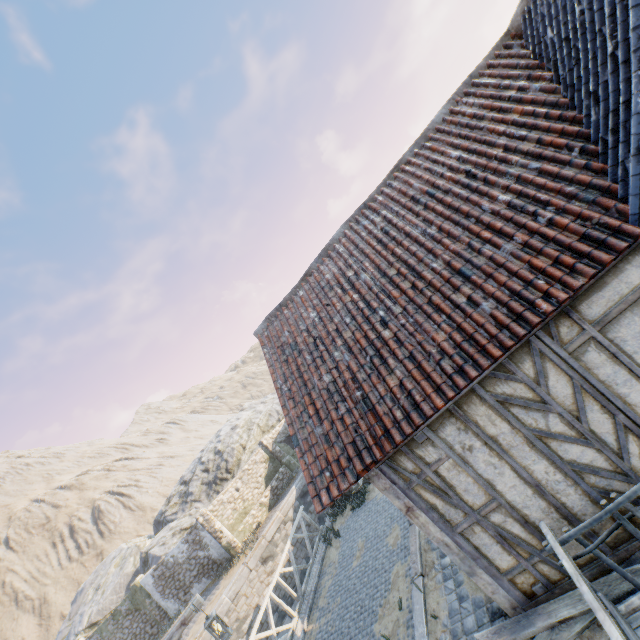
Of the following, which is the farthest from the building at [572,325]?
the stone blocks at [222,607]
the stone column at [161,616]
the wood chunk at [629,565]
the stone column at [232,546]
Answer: the stone column at [161,616]

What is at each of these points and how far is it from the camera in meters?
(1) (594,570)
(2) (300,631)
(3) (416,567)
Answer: (1) building, 4.1
(2) stone gutter, 8.2
(3) stone blocks, 6.6

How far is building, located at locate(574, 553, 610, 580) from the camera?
4.1 meters

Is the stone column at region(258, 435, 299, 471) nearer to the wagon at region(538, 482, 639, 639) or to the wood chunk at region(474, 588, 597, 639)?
the wood chunk at region(474, 588, 597, 639)

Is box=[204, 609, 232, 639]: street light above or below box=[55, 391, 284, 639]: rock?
below

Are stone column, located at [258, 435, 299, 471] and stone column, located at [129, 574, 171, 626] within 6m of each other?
no

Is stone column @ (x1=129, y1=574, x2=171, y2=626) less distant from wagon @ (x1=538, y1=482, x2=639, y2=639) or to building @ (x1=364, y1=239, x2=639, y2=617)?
building @ (x1=364, y1=239, x2=639, y2=617)

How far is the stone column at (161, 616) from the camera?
19.0m
